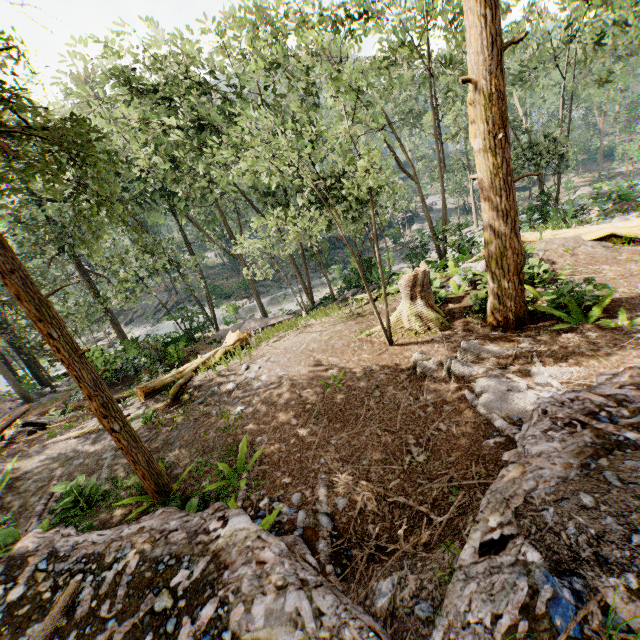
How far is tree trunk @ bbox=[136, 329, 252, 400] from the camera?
11.4m

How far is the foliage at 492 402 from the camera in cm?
586

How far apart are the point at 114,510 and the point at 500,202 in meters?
10.6

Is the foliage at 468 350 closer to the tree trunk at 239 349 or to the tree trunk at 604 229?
the tree trunk at 604 229

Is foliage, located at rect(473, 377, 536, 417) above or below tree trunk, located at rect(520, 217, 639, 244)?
below

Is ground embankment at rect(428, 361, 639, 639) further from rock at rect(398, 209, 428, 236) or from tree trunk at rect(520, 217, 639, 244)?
rock at rect(398, 209, 428, 236)

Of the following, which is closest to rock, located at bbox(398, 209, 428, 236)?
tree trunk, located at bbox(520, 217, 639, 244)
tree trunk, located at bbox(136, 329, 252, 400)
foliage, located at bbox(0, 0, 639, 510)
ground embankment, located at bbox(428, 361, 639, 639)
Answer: foliage, located at bbox(0, 0, 639, 510)

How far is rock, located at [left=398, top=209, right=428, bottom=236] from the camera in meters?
50.2
